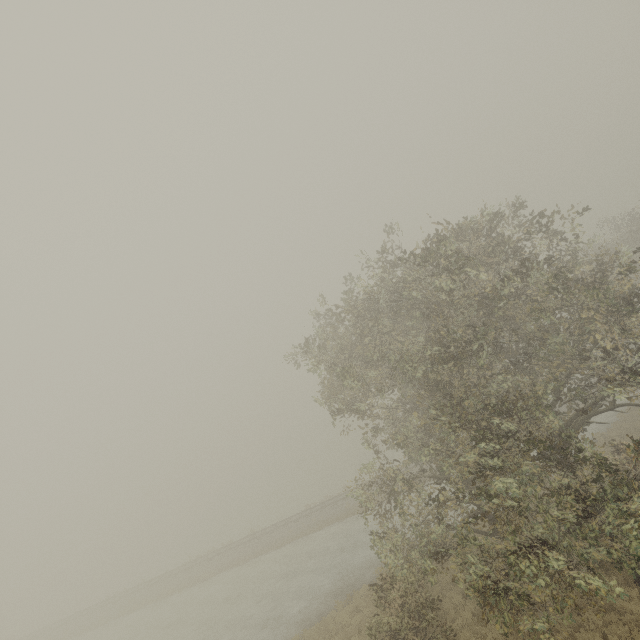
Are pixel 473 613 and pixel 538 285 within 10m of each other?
no
